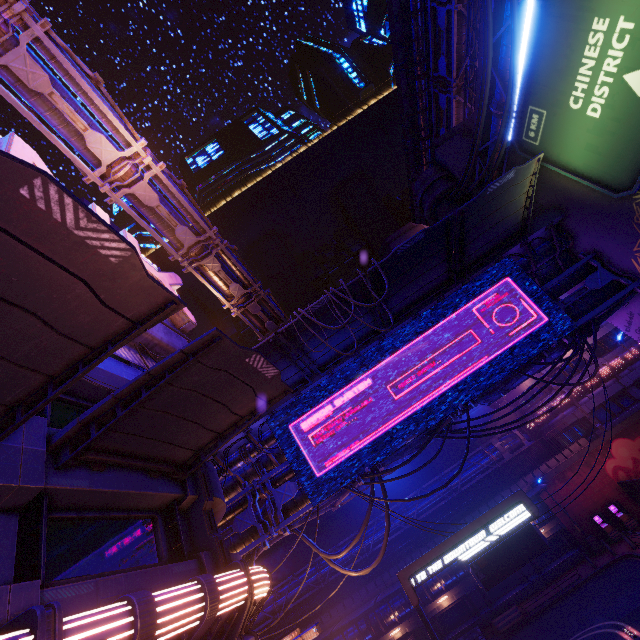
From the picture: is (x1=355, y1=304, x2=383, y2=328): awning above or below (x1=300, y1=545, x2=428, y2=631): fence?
above

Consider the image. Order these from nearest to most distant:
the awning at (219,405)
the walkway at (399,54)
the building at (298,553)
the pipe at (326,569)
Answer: the awning at (219,405) → the pipe at (326,569) → the building at (298,553) → the walkway at (399,54)

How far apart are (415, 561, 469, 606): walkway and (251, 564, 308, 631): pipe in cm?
278

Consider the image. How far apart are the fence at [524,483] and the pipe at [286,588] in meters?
0.0 m

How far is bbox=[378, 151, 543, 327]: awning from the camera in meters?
12.7 m

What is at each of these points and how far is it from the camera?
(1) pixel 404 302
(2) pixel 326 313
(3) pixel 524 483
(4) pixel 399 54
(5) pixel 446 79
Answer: (1) awning, 15.42m
(2) awning, 13.20m
(3) fence, 30.00m
(4) walkway, 37.53m
(5) pipe, 37.16m

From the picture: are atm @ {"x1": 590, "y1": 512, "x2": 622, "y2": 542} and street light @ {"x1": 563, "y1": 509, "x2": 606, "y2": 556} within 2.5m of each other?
yes

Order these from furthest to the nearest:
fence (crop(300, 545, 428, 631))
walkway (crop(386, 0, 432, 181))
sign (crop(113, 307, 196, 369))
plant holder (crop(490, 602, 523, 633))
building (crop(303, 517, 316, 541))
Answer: building (crop(303, 517, 316, 541)), walkway (crop(386, 0, 432, 181)), fence (crop(300, 545, 428, 631)), plant holder (crop(490, 602, 523, 633)), sign (crop(113, 307, 196, 369))
